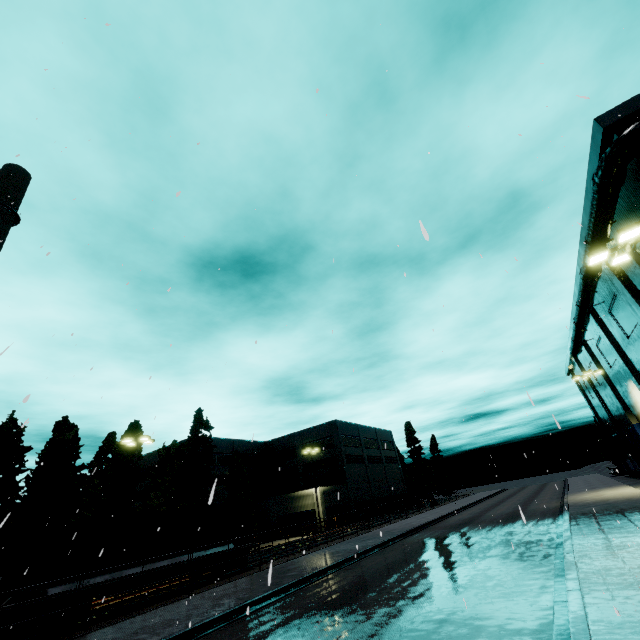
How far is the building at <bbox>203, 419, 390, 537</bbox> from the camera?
44.8 meters

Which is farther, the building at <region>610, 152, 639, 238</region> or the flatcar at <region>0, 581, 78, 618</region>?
the building at <region>610, 152, 639, 238</region>

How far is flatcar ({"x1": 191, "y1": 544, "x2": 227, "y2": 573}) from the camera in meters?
18.6

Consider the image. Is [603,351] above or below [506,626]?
above

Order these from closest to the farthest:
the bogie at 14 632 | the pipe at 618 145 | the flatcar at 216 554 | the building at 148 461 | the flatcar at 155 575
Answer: the bogie at 14 632, the pipe at 618 145, the flatcar at 155 575, the flatcar at 216 554, the building at 148 461

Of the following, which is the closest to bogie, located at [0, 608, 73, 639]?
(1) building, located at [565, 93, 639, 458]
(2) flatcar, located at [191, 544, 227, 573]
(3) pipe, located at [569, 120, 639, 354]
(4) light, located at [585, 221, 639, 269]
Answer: (2) flatcar, located at [191, 544, 227, 573]

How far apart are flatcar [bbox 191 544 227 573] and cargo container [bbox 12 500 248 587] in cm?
2

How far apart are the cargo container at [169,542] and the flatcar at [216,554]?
0.0 meters
